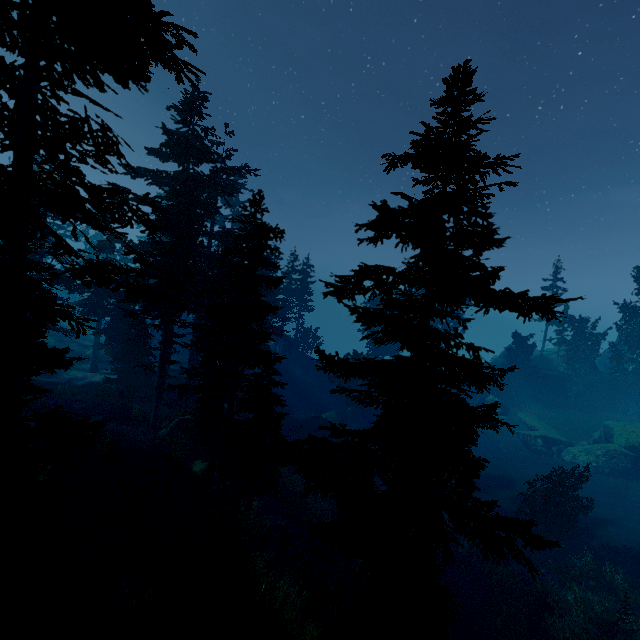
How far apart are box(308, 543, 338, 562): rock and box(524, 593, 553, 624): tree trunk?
10.4m

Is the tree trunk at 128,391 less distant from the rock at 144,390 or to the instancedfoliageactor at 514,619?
the rock at 144,390

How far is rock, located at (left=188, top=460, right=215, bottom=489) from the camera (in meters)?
17.73

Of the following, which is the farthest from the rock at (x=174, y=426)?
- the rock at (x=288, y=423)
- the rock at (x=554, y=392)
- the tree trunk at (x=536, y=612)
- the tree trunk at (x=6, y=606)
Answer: the rock at (x=554, y=392)

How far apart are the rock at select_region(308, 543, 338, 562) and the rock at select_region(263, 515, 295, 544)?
0.84m

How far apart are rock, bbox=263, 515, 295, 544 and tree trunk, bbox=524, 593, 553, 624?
13.3m

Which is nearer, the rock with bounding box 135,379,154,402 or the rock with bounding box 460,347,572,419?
the rock with bounding box 135,379,154,402

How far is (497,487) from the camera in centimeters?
3269cm
